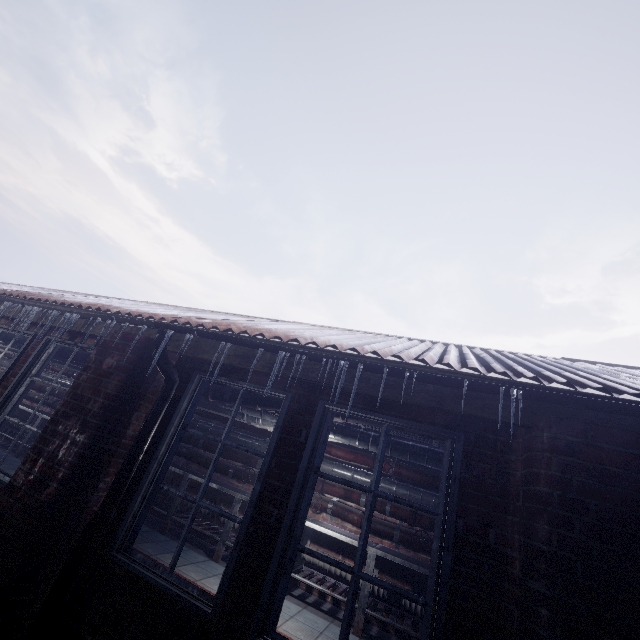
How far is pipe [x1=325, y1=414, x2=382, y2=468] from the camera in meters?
3.0 m

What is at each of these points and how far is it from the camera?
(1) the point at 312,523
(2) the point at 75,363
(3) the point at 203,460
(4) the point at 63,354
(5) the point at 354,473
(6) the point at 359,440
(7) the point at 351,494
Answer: (1) table, 4.2 meters
(2) pipe, 4.3 meters
(3) pipe, 5.5 meters
(4) pipe, 4.4 meters
(5) pipe, 4.8 meters
(6) pipe, 3.6 meters
(7) pipe, 4.6 meters

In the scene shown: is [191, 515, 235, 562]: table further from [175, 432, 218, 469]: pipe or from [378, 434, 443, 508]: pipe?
[378, 434, 443, 508]: pipe

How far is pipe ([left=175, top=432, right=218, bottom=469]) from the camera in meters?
5.5 m

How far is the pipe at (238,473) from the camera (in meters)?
5.19

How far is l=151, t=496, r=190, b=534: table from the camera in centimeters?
475cm

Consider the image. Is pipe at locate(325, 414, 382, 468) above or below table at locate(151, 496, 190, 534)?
above

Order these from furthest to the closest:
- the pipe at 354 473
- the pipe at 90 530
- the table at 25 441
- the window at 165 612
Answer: the table at 25 441 < the pipe at 354 473 < the pipe at 90 530 < the window at 165 612
